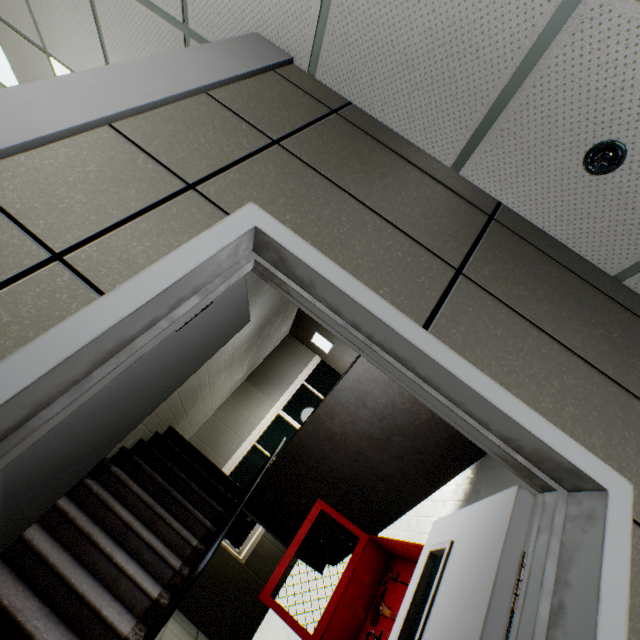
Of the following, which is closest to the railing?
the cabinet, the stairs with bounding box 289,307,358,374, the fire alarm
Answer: the stairs with bounding box 289,307,358,374

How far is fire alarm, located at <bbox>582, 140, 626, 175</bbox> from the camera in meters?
1.3 m

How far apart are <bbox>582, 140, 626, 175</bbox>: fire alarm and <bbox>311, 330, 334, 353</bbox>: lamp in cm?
586

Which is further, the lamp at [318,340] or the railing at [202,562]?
the lamp at [318,340]

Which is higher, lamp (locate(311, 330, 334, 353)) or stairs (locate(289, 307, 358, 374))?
stairs (locate(289, 307, 358, 374))

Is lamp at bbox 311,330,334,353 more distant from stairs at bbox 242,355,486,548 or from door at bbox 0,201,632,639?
door at bbox 0,201,632,639

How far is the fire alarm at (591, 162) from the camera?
1.3m

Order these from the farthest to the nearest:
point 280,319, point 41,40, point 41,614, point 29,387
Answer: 1. point 280,319
2. point 41,40
3. point 41,614
4. point 29,387
